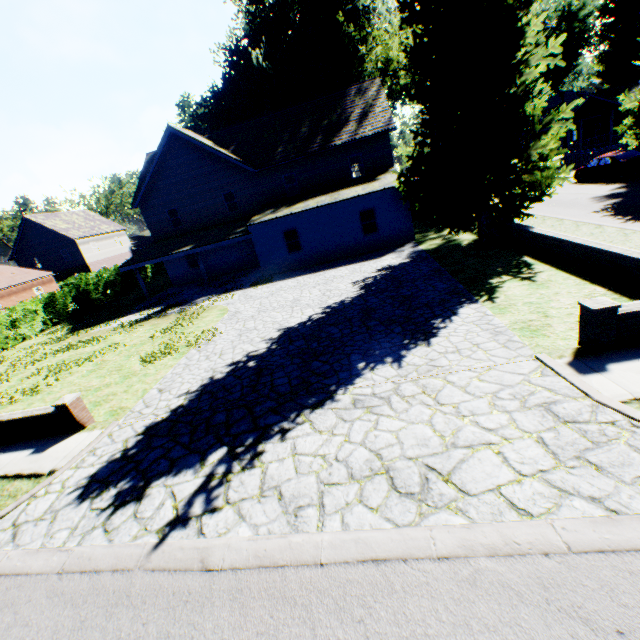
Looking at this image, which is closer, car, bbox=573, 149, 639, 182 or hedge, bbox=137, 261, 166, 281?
car, bbox=573, 149, 639, 182

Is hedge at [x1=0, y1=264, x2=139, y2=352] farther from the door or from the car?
the door

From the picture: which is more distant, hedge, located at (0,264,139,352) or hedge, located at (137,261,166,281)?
hedge, located at (137,261,166,281)

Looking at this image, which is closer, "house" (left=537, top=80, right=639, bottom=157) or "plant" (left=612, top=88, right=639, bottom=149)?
"plant" (left=612, top=88, right=639, bottom=149)

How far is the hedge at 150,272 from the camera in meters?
36.2

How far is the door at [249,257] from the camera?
26.3m

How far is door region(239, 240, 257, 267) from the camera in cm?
2634

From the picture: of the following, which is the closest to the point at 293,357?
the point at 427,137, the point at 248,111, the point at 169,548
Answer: the point at 169,548
